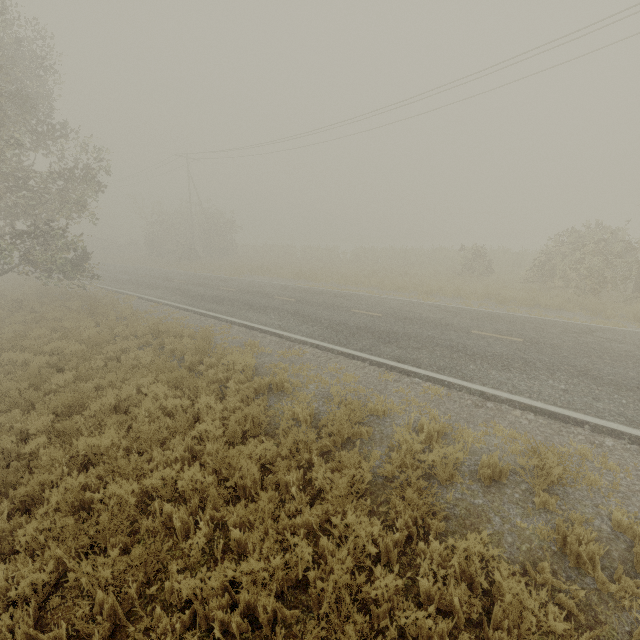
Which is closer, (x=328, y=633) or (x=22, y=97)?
(x=328, y=633)
